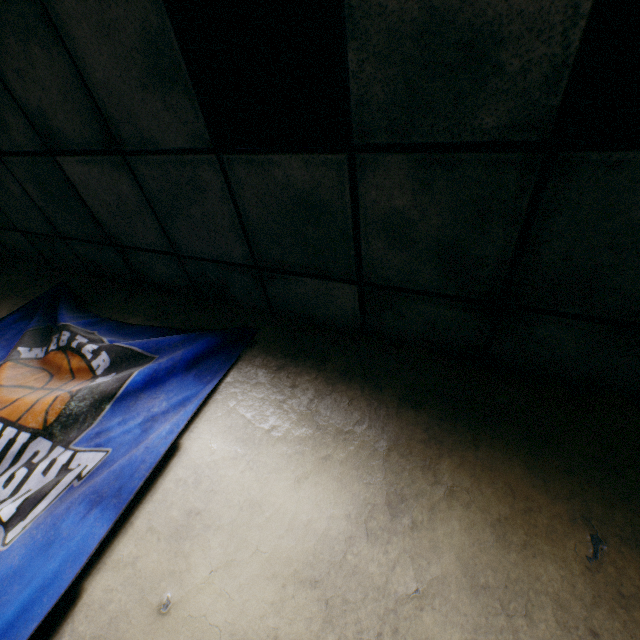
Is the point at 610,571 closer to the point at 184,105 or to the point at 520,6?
the point at 520,6
